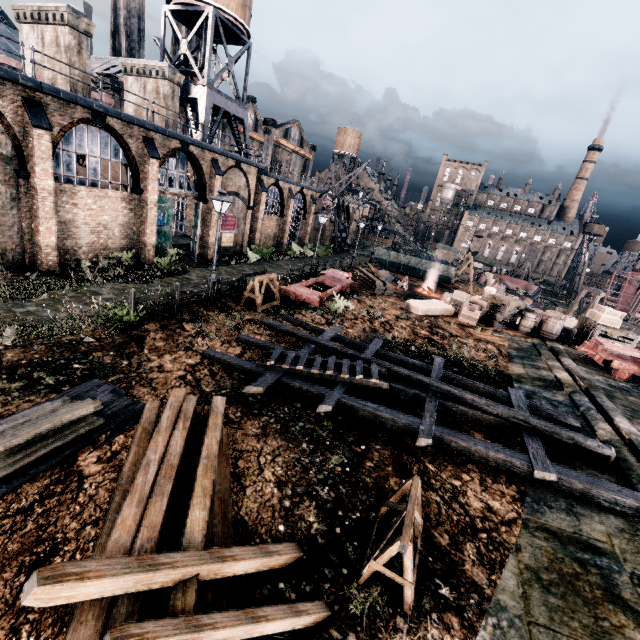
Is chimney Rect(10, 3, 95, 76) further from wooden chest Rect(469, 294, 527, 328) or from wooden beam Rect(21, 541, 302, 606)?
wooden chest Rect(469, 294, 527, 328)

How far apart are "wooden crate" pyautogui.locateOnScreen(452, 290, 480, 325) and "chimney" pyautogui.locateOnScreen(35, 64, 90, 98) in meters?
26.7 m

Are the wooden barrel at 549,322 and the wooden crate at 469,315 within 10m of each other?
yes

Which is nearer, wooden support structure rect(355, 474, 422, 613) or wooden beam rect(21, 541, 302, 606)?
wooden beam rect(21, 541, 302, 606)

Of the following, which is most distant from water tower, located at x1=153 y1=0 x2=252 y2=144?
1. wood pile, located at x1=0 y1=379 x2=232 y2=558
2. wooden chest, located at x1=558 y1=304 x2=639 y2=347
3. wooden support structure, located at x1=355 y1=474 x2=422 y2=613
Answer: wooden chest, located at x1=558 y1=304 x2=639 y2=347

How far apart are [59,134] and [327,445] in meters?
19.5 m

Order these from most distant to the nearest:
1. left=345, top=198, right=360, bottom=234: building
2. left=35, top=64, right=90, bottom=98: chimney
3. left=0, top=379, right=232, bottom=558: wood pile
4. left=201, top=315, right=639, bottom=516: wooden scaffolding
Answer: left=345, top=198, right=360, bottom=234: building
left=35, top=64, right=90, bottom=98: chimney
left=201, top=315, right=639, bottom=516: wooden scaffolding
left=0, top=379, right=232, bottom=558: wood pile

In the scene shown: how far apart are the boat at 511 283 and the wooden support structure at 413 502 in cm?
5543
